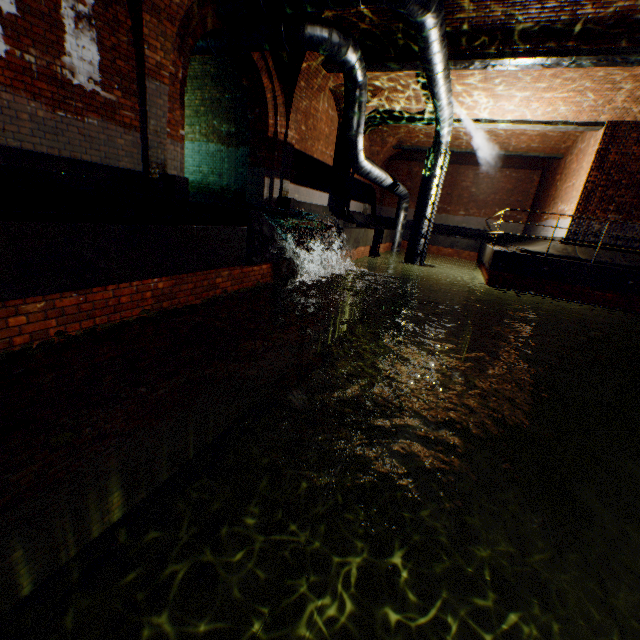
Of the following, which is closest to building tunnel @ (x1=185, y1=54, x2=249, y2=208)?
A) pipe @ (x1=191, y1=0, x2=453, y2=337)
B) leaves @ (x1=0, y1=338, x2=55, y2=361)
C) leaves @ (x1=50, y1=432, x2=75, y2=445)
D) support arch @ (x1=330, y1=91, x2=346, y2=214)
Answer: pipe @ (x1=191, y1=0, x2=453, y2=337)

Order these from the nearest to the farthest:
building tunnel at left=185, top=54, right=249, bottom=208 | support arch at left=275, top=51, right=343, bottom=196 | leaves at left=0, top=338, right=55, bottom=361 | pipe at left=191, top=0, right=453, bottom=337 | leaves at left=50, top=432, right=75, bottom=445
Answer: leaves at left=50, top=432, right=75, bottom=445 < leaves at left=0, top=338, right=55, bottom=361 < pipe at left=191, top=0, right=453, bottom=337 < support arch at left=275, top=51, right=343, bottom=196 < building tunnel at left=185, top=54, right=249, bottom=208

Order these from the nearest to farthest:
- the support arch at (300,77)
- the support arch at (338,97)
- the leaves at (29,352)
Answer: the leaves at (29,352)
the support arch at (300,77)
the support arch at (338,97)

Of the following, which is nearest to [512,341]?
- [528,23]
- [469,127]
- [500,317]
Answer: [500,317]

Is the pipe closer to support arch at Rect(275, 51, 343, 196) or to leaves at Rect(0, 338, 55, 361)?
support arch at Rect(275, 51, 343, 196)

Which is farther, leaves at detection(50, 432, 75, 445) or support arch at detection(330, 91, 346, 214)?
support arch at detection(330, 91, 346, 214)

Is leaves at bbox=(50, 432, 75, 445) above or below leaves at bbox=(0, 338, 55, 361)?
below

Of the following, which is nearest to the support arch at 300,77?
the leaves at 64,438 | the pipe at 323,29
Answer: the pipe at 323,29
